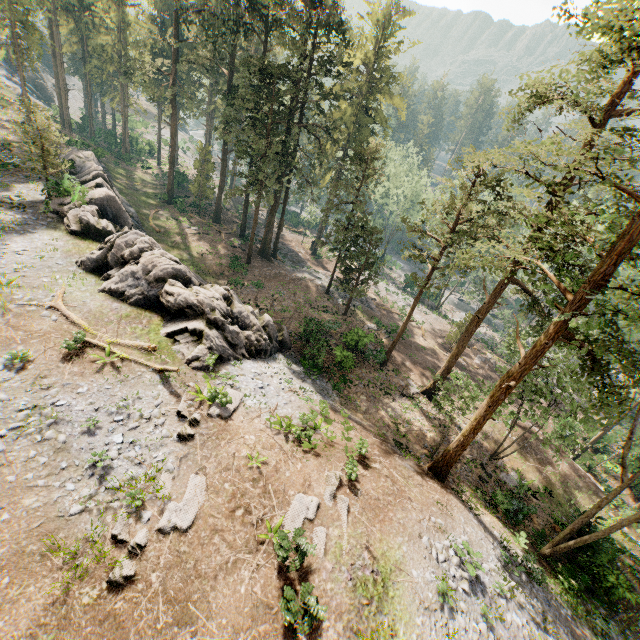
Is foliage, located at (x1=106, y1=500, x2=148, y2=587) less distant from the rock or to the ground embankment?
the ground embankment

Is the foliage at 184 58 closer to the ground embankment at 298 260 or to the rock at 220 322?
the ground embankment at 298 260

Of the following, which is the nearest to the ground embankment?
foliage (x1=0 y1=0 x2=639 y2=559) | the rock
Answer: foliage (x1=0 y1=0 x2=639 y2=559)

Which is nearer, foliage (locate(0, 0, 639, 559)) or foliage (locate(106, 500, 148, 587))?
foliage (locate(106, 500, 148, 587))

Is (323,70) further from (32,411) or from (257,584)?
(257,584)

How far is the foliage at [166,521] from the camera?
10.7 meters
